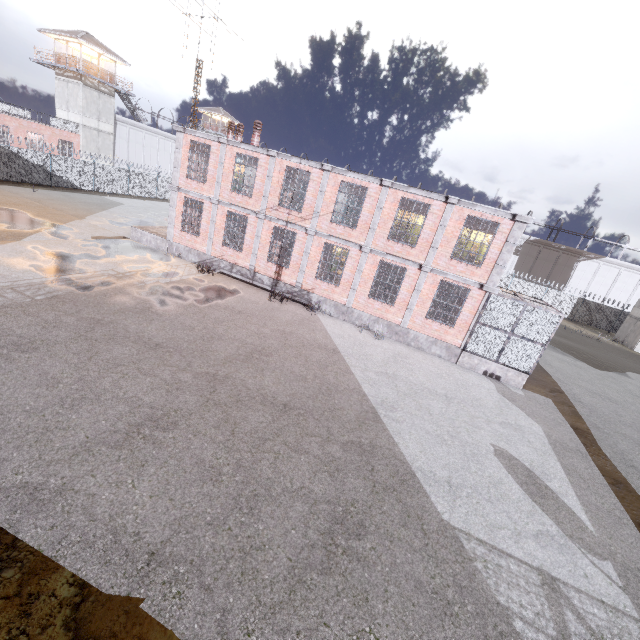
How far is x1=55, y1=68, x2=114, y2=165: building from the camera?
35.5m

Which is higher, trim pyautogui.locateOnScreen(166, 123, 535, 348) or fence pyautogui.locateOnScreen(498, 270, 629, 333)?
trim pyautogui.locateOnScreen(166, 123, 535, 348)

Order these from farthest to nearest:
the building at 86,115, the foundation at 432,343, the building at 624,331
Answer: the building at 86,115, the building at 624,331, the foundation at 432,343

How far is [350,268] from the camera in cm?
1636

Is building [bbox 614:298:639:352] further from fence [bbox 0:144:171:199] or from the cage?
the cage

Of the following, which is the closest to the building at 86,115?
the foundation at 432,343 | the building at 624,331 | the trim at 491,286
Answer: the trim at 491,286

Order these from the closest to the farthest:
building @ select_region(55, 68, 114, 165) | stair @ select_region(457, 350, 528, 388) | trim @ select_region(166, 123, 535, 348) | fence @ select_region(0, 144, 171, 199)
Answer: trim @ select_region(166, 123, 535, 348) → stair @ select_region(457, 350, 528, 388) → fence @ select_region(0, 144, 171, 199) → building @ select_region(55, 68, 114, 165)

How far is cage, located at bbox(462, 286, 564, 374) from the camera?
14.0 meters
